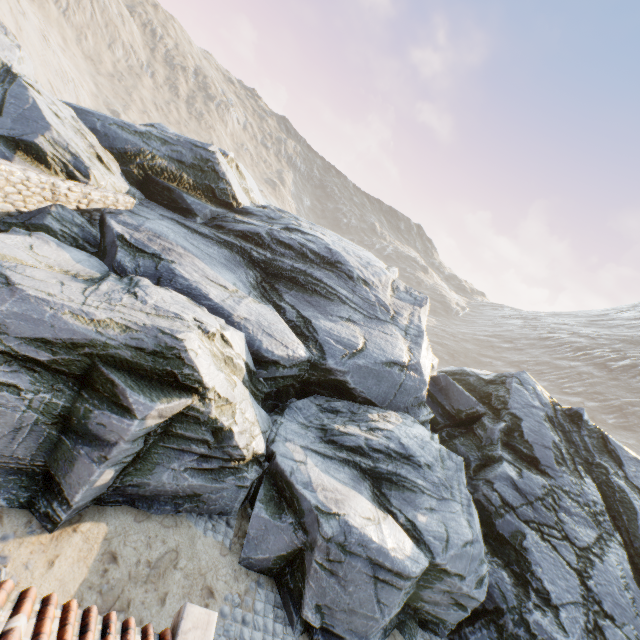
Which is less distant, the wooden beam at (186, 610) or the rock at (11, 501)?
the wooden beam at (186, 610)

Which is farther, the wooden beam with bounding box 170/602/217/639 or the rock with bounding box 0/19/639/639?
the rock with bounding box 0/19/639/639

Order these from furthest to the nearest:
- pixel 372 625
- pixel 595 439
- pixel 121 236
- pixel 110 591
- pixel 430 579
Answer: pixel 595 439 < pixel 121 236 < pixel 430 579 < pixel 372 625 < pixel 110 591
